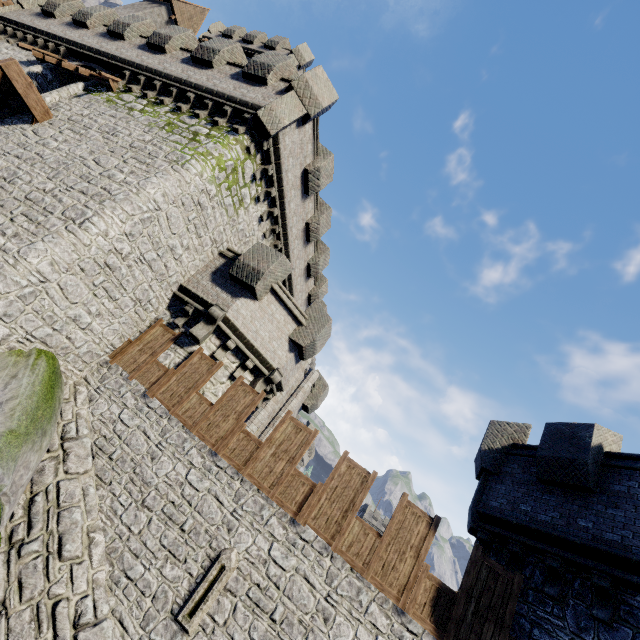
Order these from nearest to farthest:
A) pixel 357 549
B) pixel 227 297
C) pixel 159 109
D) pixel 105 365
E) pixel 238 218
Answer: pixel 357 549 < pixel 105 365 < pixel 227 297 < pixel 159 109 < pixel 238 218

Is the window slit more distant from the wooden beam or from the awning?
the awning

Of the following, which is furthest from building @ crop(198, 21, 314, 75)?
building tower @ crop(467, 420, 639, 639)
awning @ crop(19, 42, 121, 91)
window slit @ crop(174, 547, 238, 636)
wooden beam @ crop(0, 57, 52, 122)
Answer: building tower @ crop(467, 420, 639, 639)

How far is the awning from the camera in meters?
13.2

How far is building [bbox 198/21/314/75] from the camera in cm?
2720

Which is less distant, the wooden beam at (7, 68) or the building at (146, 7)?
the wooden beam at (7, 68)

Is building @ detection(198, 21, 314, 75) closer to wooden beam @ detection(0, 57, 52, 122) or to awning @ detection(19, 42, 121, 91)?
awning @ detection(19, 42, 121, 91)

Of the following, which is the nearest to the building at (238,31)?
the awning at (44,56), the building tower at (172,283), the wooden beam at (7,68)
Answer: the building tower at (172,283)
